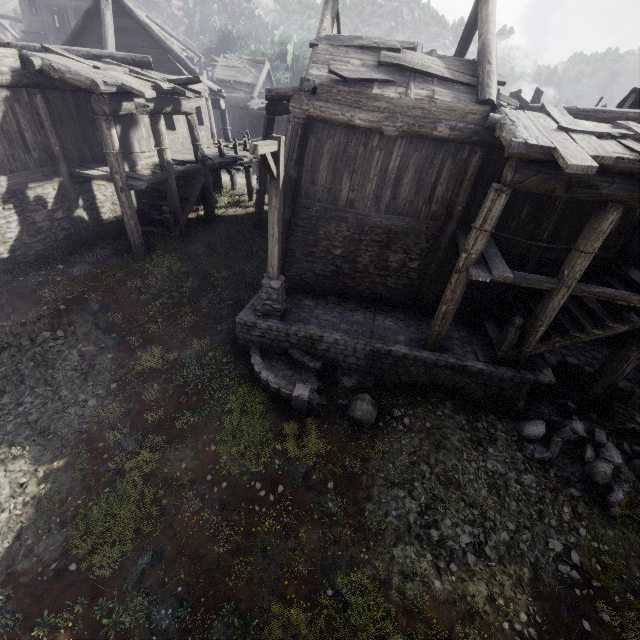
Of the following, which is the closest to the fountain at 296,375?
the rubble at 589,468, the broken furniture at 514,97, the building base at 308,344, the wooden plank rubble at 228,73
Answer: the building base at 308,344

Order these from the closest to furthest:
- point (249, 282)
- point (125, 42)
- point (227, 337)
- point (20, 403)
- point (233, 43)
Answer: point (20, 403)
point (227, 337)
point (249, 282)
point (125, 42)
point (233, 43)

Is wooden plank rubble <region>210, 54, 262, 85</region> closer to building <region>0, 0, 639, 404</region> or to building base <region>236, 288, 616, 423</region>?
building <region>0, 0, 639, 404</region>

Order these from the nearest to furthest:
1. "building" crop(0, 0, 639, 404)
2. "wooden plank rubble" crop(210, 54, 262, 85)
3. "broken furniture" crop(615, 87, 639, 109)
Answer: "building" crop(0, 0, 639, 404)
"broken furniture" crop(615, 87, 639, 109)
"wooden plank rubble" crop(210, 54, 262, 85)

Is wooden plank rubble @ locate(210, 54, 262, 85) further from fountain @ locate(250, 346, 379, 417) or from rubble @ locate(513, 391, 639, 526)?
rubble @ locate(513, 391, 639, 526)

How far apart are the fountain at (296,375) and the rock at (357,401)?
0.3 meters

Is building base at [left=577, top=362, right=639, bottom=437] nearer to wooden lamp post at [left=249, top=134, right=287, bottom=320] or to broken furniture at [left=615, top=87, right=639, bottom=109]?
wooden lamp post at [left=249, top=134, right=287, bottom=320]

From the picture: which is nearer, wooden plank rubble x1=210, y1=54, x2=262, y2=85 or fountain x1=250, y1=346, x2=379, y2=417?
fountain x1=250, y1=346, x2=379, y2=417
